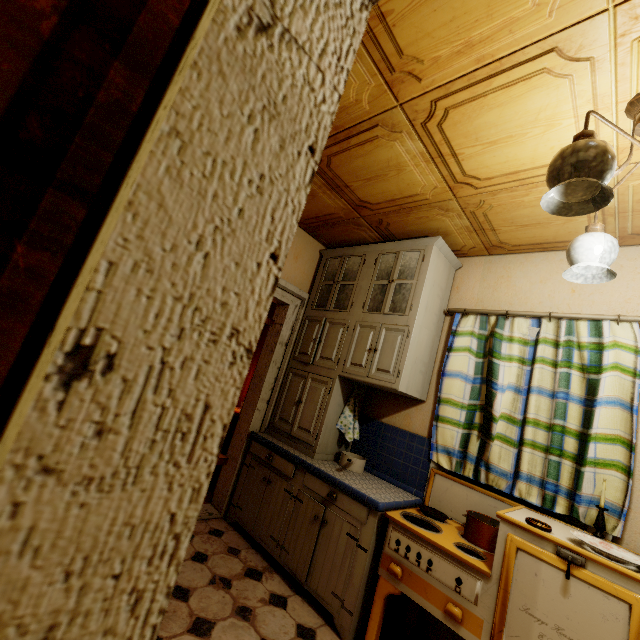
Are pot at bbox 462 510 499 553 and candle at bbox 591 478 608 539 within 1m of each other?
yes

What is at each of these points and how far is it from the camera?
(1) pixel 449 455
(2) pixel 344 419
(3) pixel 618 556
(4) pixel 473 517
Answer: (1) curtain, 2.44m
(2) hand towel, 2.89m
(3) plate, 1.48m
(4) pot, 1.98m

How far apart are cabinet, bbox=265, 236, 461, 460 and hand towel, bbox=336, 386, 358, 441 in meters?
0.0

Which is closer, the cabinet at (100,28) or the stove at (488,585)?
the cabinet at (100,28)

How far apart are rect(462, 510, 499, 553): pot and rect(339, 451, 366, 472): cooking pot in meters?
0.8

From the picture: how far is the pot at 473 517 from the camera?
1.89m

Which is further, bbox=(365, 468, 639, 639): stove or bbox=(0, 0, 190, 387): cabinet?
bbox=(365, 468, 639, 639): stove

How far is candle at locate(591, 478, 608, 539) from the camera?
1.70m
